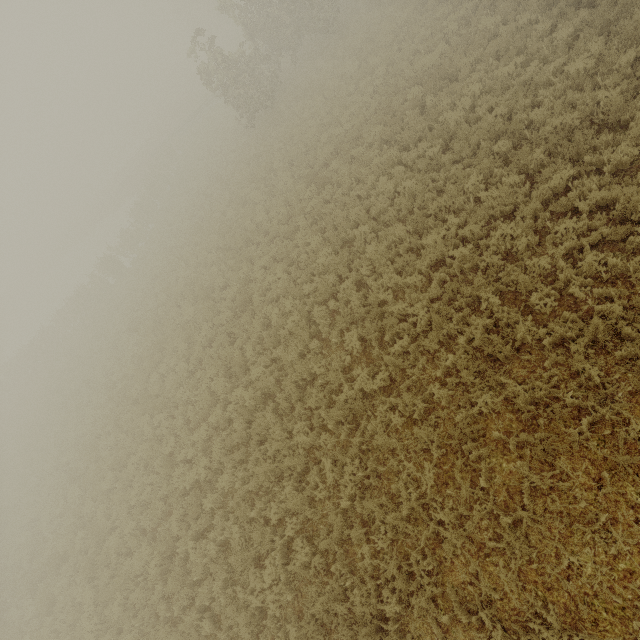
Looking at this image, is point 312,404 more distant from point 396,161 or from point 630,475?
point 396,161
